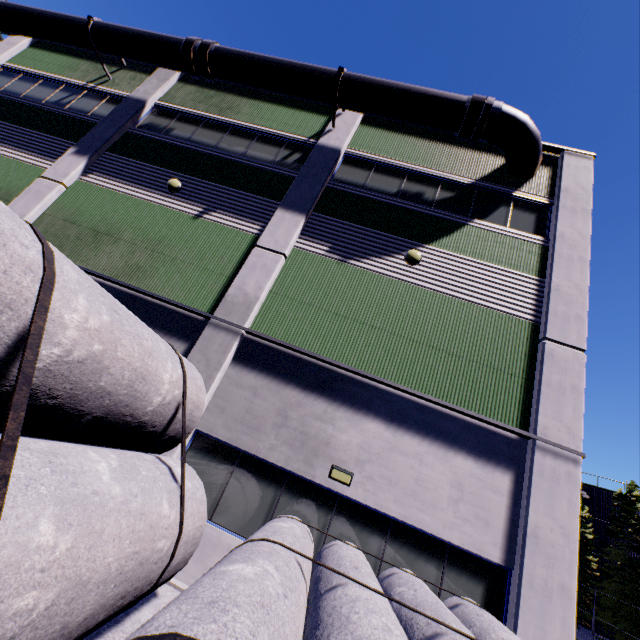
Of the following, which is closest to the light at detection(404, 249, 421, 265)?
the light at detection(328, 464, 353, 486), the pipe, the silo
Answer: the pipe

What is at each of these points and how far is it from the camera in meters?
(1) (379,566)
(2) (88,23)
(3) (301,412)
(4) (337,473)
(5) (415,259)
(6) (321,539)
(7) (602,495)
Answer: (1) building, 6.2 m
(2) pipe, 12.0 m
(3) building, 7.4 m
(4) light, 6.6 m
(5) light, 8.9 m
(6) building, 6.4 m
(7) silo, 32.5 m

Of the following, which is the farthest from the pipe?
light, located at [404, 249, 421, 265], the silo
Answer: light, located at [404, 249, 421, 265]

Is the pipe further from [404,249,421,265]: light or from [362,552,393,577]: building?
[404,249,421,265]: light

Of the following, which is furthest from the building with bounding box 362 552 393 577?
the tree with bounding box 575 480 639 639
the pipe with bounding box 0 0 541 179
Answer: the tree with bounding box 575 480 639 639

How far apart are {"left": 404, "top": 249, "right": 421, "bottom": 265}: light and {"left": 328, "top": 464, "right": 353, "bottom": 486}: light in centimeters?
562cm

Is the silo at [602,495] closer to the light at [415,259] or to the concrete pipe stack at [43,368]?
the concrete pipe stack at [43,368]

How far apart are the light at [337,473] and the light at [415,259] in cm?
562
